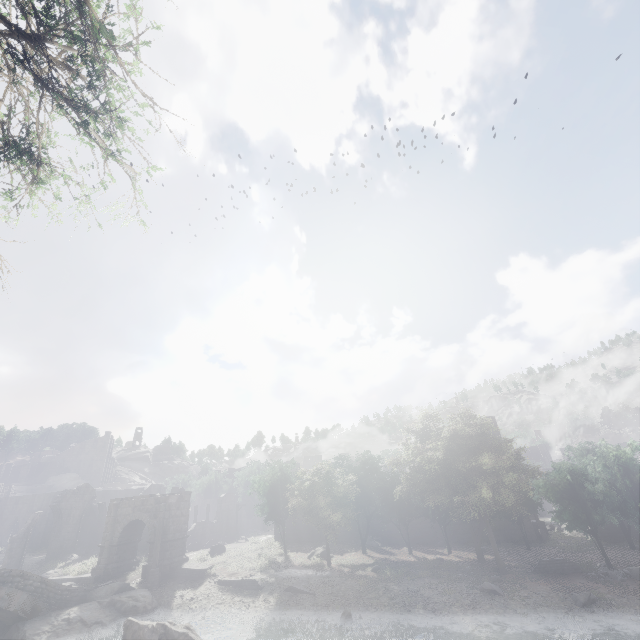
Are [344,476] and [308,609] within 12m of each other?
yes

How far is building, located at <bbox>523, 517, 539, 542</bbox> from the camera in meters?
36.0 m

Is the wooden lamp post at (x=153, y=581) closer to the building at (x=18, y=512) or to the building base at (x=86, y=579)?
the building base at (x=86, y=579)

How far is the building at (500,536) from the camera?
36.5 meters

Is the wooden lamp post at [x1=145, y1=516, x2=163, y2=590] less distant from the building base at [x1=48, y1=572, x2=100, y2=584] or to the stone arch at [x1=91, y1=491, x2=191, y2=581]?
the stone arch at [x1=91, y1=491, x2=191, y2=581]

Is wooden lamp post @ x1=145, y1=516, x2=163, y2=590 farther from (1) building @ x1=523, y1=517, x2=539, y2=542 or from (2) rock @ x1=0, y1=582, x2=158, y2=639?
(1) building @ x1=523, y1=517, x2=539, y2=542

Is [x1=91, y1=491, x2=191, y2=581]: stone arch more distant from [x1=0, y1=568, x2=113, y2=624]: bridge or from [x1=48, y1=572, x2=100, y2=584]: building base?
[x1=0, y1=568, x2=113, y2=624]: bridge
